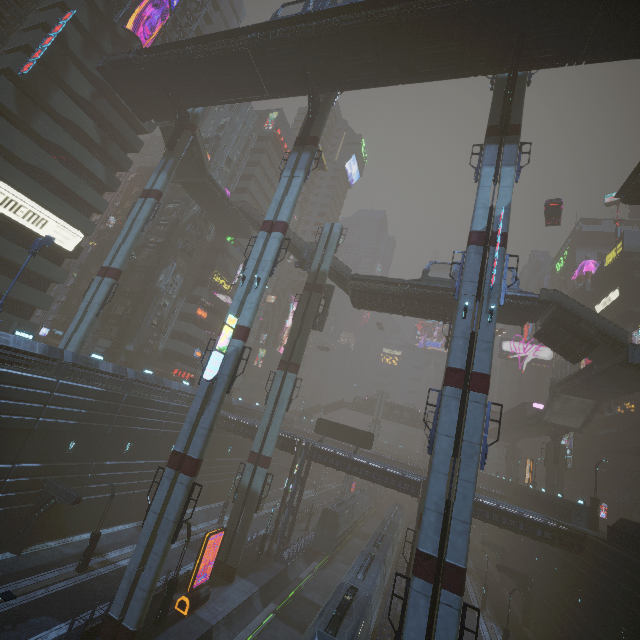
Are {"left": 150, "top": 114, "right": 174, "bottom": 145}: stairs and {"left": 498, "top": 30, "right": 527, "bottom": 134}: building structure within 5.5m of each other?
no

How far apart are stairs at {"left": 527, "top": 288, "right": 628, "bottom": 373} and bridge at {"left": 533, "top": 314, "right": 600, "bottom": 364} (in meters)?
0.01

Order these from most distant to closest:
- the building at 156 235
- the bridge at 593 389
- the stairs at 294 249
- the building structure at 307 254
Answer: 1. the building at 156 235
2. the stairs at 294 249
3. the building structure at 307 254
4. the bridge at 593 389

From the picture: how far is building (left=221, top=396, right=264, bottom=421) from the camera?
46.2 meters

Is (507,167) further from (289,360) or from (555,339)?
(289,360)

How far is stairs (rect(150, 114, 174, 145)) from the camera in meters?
37.5

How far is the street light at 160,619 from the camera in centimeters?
1986cm
